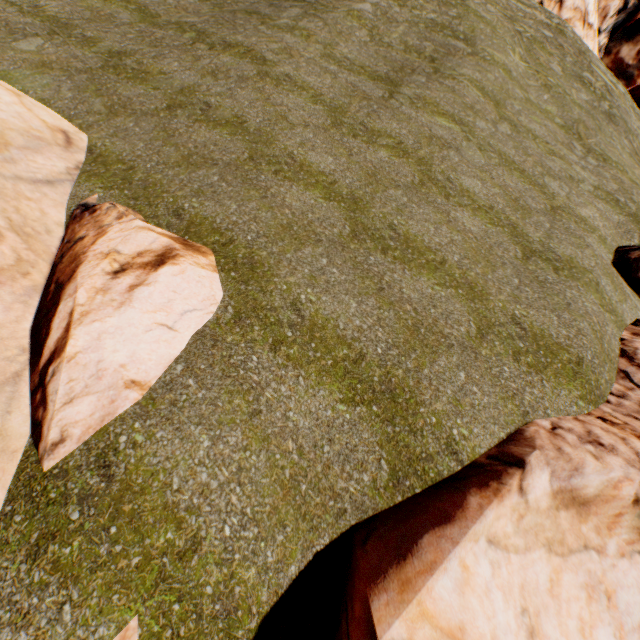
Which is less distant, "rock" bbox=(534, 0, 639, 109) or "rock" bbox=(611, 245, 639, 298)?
"rock" bbox=(611, 245, 639, 298)

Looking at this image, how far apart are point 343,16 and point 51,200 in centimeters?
1395cm

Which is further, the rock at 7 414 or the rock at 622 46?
the rock at 622 46
